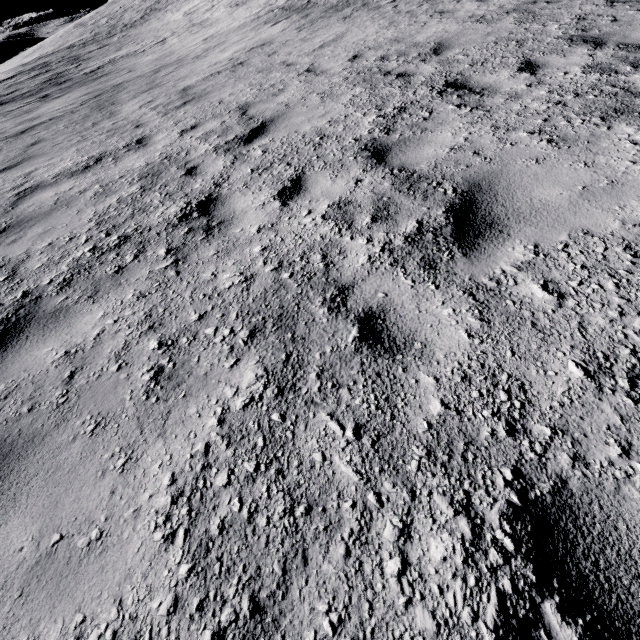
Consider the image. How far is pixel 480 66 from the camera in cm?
509
